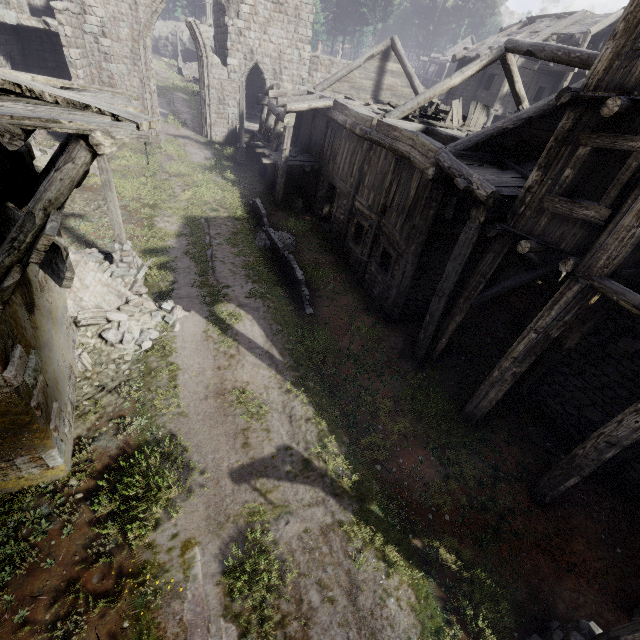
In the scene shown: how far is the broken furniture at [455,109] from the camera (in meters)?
13.95

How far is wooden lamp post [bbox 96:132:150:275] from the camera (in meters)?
9.47

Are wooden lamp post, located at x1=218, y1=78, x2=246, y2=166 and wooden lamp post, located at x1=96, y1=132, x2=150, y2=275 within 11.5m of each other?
no

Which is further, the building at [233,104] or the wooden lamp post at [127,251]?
the building at [233,104]

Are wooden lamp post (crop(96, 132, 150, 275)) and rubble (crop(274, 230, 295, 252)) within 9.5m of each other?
yes

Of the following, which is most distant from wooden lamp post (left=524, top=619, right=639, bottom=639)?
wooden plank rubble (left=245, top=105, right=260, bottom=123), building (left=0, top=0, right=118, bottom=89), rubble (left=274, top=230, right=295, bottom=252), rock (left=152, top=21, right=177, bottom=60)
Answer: rock (left=152, top=21, right=177, bottom=60)

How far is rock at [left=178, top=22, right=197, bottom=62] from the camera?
47.2 meters

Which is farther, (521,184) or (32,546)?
(521,184)
